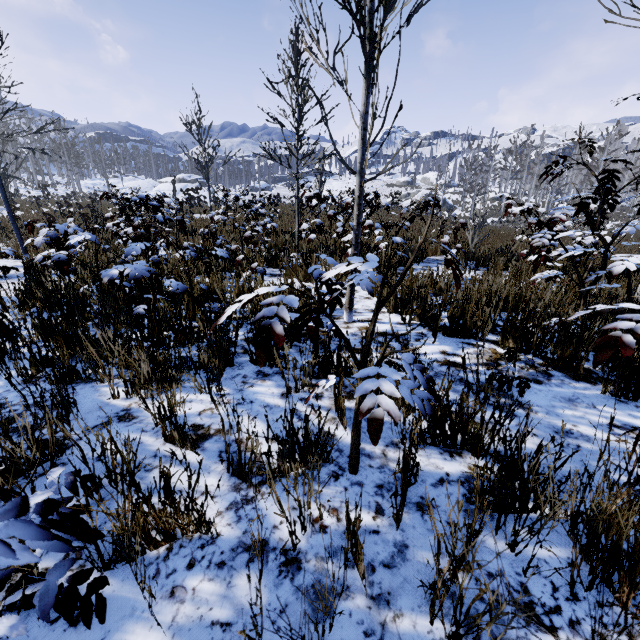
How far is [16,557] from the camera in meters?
0.5

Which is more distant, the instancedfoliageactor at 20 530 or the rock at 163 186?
the rock at 163 186

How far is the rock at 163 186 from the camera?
55.1m

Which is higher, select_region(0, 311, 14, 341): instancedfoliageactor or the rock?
the rock

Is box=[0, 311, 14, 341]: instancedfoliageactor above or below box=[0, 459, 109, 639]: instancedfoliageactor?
above

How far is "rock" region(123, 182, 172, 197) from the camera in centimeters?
5509cm

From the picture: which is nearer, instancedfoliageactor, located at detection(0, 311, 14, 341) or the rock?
instancedfoliageactor, located at detection(0, 311, 14, 341)
